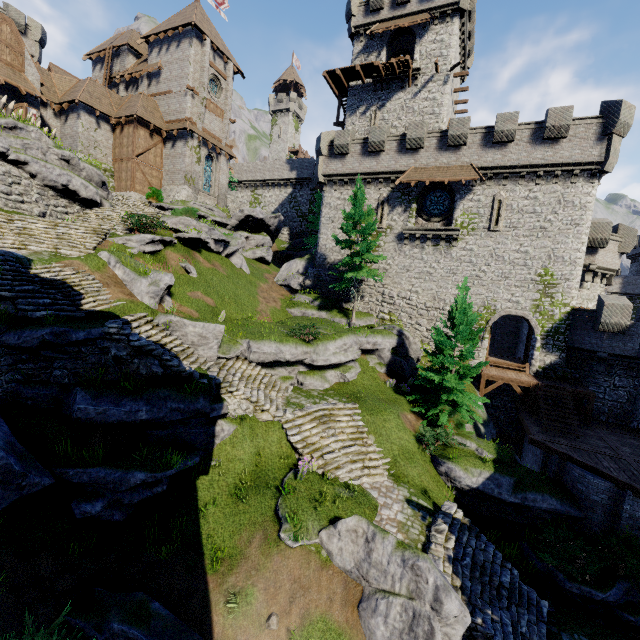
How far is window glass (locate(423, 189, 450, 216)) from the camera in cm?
2519

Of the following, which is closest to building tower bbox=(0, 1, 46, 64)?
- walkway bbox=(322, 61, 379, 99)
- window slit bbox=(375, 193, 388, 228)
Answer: walkway bbox=(322, 61, 379, 99)

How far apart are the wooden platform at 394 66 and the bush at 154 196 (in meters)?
23.54

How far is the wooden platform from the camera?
28.6 meters

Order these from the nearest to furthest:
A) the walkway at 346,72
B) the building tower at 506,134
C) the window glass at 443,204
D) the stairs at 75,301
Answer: the stairs at 75,301 < the building tower at 506,134 < the window glass at 443,204 < the walkway at 346,72

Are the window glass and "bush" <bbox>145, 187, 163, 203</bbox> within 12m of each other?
no

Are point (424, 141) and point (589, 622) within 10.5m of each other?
no

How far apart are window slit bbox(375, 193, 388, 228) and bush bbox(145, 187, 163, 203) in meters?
18.9
